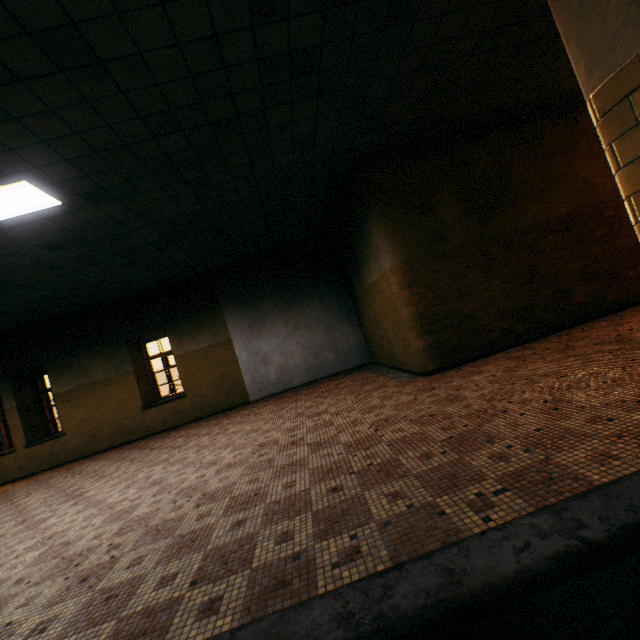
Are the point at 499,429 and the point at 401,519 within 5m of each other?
yes

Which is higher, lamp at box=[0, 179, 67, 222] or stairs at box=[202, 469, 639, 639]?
lamp at box=[0, 179, 67, 222]

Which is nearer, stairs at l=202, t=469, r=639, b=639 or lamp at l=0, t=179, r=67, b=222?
stairs at l=202, t=469, r=639, b=639

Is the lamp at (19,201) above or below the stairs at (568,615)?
above

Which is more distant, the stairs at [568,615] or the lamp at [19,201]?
the lamp at [19,201]
